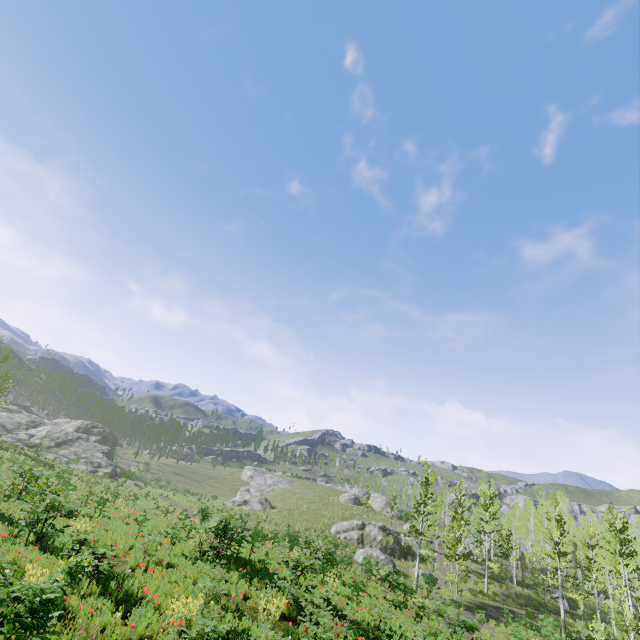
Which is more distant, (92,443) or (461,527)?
(92,443)

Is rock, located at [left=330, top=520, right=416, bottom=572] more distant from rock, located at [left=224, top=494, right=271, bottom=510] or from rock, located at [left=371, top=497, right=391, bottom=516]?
rock, located at [left=371, top=497, right=391, bottom=516]

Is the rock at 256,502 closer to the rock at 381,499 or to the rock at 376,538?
the rock at 376,538

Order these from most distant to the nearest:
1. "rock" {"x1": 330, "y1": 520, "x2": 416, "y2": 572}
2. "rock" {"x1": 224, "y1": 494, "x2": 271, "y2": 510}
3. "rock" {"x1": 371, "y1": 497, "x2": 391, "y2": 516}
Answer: "rock" {"x1": 371, "y1": 497, "x2": 391, "y2": 516} → "rock" {"x1": 224, "y1": 494, "x2": 271, "y2": 510} → "rock" {"x1": 330, "y1": 520, "x2": 416, "y2": 572}

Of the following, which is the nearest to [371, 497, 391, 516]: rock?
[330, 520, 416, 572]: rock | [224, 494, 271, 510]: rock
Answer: [330, 520, 416, 572]: rock

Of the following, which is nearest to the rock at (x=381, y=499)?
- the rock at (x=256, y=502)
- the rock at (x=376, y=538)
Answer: the rock at (x=376, y=538)

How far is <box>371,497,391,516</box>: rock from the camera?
56.0 meters
